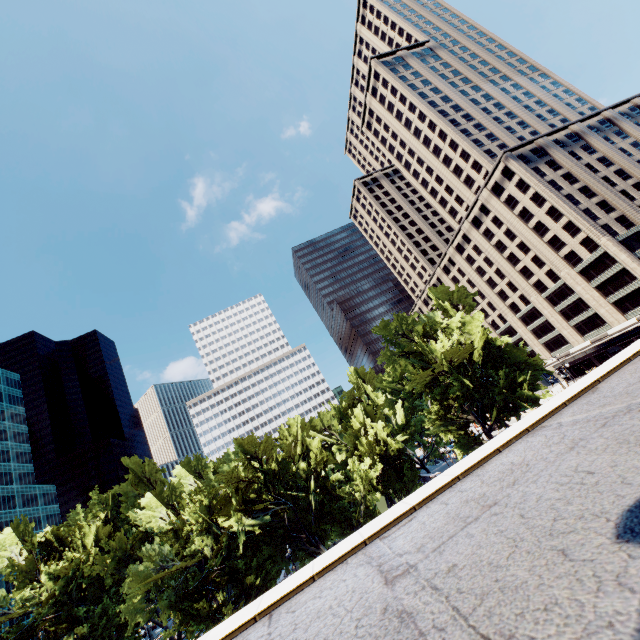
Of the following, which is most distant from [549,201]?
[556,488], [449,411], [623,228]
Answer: [556,488]

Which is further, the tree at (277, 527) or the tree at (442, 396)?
the tree at (442, 396)

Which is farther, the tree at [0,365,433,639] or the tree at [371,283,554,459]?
the tree at [371,283,554,459]

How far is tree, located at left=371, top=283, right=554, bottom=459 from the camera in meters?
33.6 m

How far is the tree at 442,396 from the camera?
→ 33.6 meters
